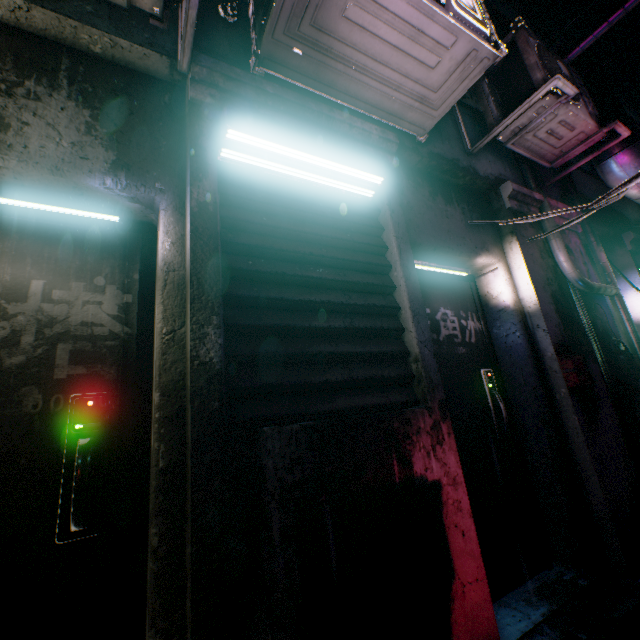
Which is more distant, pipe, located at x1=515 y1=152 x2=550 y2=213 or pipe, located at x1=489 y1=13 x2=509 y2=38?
pipe, located at x1=489 y1=13 x2=509 y2=38

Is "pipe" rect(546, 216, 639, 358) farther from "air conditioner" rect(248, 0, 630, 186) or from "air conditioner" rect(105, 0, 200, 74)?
"air conditioner" rect(105, 0, 200, 74)

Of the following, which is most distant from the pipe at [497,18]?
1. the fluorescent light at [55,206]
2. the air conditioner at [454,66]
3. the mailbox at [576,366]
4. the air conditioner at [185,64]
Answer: the fluorescent light at [55,206]

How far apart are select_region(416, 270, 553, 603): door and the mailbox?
0.37m

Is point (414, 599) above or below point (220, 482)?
below

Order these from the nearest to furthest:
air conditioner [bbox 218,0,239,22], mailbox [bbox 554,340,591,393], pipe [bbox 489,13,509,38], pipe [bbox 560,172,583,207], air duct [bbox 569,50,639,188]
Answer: air conditioner [bbox 218,0,239,22] → mailbox [bbox 554,340,591,393] → air duct [bbox 569,50,639,188] → pipe [bbox 560,172,583,207] → pipe [bbox 489,13,509,38]

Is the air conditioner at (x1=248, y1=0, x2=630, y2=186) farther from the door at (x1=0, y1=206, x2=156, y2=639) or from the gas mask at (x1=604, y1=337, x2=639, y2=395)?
the gas mask at (x1=604, y1=337, x2=639, y2=395)

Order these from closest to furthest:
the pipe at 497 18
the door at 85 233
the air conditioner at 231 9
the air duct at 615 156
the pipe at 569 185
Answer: the door at 85 233 → the air conditioner at 231 9 → the air duct at 615 156 → the pipe at 569 185 → the pipe at 497 18
